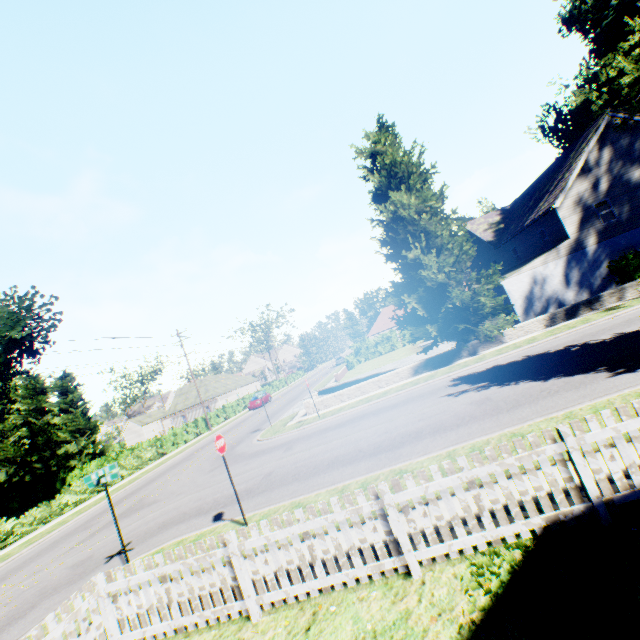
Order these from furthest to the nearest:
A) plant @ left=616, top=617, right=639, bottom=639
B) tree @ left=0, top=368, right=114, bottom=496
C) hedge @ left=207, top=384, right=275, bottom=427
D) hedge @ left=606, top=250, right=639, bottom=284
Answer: hedge @ left=207, top=384, right=275, bottom=427, tree @ left=0, top=368, right=114, bottom=496, hedge @ left=606, top=250, right=639, bottom=284, plant @ left=616, top=617, right=639, bottom=639

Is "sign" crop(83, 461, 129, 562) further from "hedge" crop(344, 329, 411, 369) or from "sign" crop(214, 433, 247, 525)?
"hedge" crop(344, 329, 411, 369)

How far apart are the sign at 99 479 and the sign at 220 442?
2.54m

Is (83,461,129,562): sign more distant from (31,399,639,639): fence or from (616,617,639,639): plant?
(616,617,639,639): plant

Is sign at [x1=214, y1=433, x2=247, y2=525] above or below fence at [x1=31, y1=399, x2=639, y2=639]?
above

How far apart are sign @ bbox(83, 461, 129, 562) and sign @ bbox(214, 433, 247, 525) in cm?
254

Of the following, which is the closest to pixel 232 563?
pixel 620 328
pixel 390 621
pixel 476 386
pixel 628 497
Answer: pixel 390 621

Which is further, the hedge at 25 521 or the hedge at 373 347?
the hedge at 373 347
